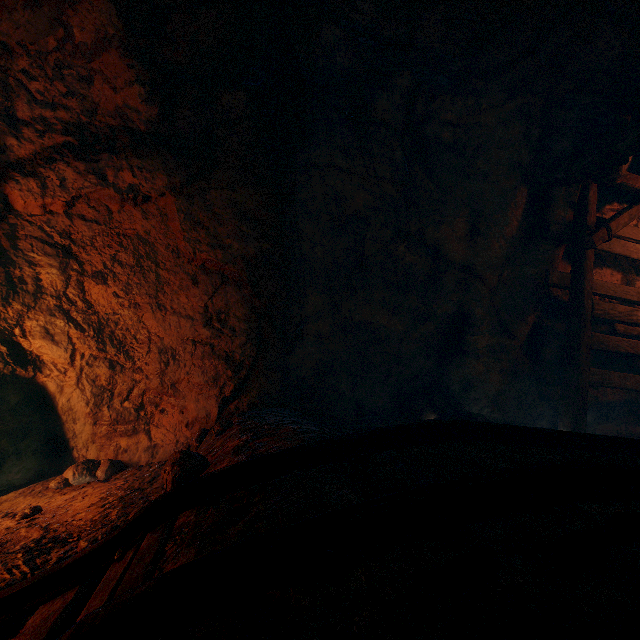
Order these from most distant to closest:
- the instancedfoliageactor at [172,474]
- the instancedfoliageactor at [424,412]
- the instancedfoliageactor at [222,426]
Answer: the instancedfoliageactor at [424,412]
the instancedfoliageactor at [222,426]
the instancedfoliageactor at [172,474]

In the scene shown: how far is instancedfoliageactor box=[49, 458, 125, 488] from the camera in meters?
3.4 m

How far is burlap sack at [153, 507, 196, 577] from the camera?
1.2m

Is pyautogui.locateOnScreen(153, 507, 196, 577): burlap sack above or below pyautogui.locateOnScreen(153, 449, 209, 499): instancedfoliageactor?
below

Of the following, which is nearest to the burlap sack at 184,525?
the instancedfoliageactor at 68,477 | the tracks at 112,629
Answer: the tracks at 112,629

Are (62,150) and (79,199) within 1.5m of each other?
yes

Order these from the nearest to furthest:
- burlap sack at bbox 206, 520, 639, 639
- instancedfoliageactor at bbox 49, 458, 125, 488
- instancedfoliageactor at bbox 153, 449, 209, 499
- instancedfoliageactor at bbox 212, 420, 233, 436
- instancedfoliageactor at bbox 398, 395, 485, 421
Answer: burlap sack at bbox 206, 520, 639, 639
instancedfoliageactor at bbox 153, 449, 209, 499
instancedfoliageactor at bbox 212, 420, 233, 436
instancedfoliageactor at bbox 49, 458, 125, 488
instancedfoliageactor at bbox 398, 395, 485, 421

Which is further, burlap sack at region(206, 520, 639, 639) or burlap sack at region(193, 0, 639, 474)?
burlap sack at region(193, 0, 639, 474)
